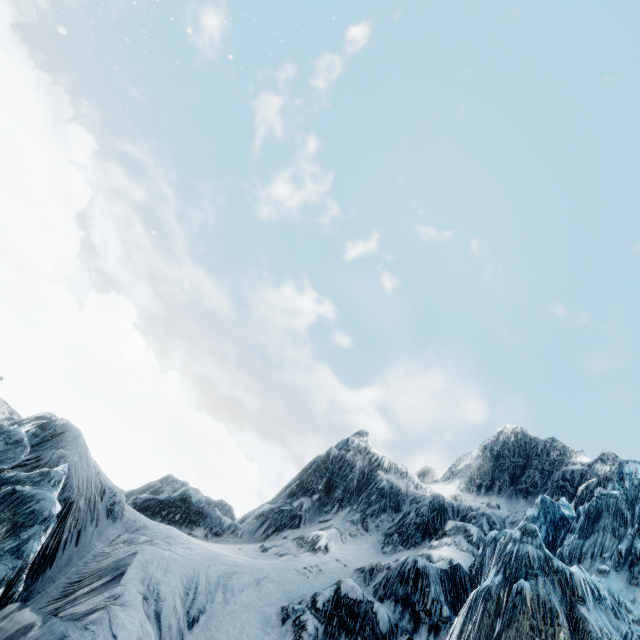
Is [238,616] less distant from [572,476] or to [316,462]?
[316,462]
